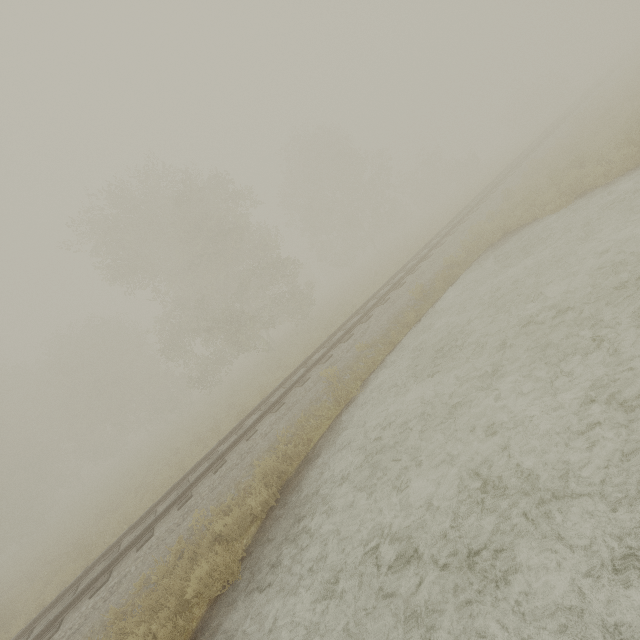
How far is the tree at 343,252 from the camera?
35.1 meters

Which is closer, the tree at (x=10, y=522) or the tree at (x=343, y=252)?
the tree at (x=10, y=522)

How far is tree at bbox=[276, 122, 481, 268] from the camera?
35.1 meters

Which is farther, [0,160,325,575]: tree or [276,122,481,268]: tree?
[276,122,481,268]: tree

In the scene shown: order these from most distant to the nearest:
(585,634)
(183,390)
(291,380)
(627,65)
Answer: (183,390) → (627,65) → (291,380) → (585,634)
